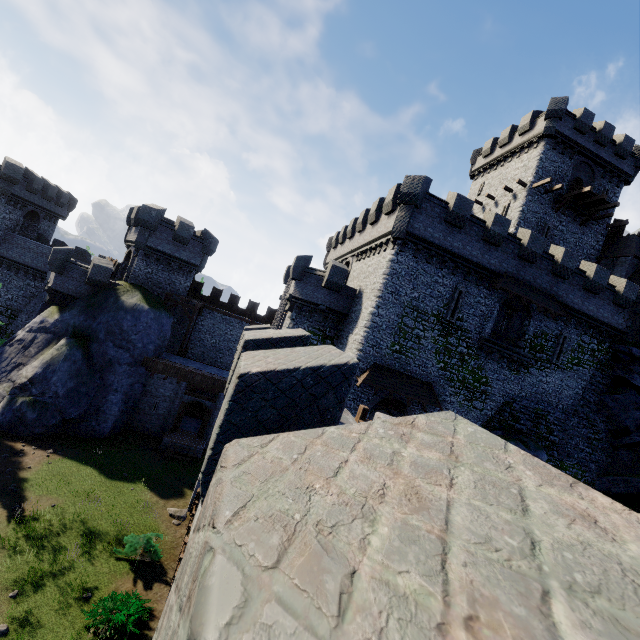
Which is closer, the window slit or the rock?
the rock

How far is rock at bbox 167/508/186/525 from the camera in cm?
1730

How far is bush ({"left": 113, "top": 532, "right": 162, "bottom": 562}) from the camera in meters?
14.5

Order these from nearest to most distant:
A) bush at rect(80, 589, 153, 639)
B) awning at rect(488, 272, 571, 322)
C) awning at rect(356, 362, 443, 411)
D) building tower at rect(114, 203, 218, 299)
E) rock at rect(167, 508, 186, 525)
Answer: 1. bush at rect(80, 589, 153, 639)
2. rock at rect(167, 508, 186, 525)
3. awning at rect(356, 362, 443, 411)
4. awning at rect(488, 272, 571, 322)
5. building tower at rect(114, 203, 218, 299)

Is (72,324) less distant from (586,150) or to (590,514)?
(590,514)

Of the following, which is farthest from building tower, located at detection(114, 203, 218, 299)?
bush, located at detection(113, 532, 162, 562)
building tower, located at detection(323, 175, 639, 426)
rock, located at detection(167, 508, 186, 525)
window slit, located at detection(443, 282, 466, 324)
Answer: window slit, located at detection(443, 282, 466, 324)

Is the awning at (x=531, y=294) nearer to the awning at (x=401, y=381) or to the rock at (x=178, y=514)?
the awning at (x=401, y=381)

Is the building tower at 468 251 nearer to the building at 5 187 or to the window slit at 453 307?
the window slit at 453 307
